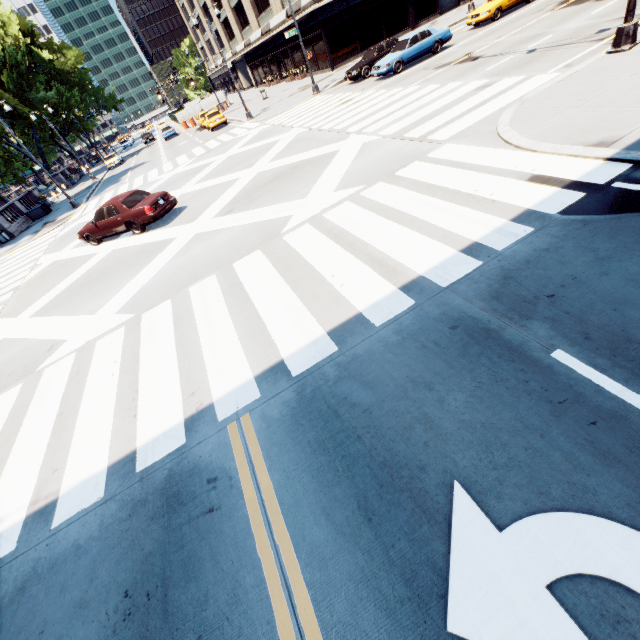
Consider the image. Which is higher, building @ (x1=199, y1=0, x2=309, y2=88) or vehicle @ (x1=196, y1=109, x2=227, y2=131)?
building @ (x1=199, y1=0, x2=309, y2=88)

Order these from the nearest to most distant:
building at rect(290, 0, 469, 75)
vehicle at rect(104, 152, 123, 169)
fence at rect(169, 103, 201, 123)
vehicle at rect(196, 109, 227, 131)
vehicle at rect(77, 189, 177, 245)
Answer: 1. vehicle at rect(77, 189, 177, 245)
2. building at rect(290, 0, 469, 75)
3. vehicle at rect(196, 109, 227, 131)
4. vehicle at rect(104, 152, 123, 169)
5. fence at rect(169, 103, 201, 123)

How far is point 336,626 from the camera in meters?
2.7

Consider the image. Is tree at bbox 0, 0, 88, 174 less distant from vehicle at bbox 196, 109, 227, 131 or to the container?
the container

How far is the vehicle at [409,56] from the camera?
19.4m

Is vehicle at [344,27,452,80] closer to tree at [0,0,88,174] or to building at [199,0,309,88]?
building at [199,0,309,88]

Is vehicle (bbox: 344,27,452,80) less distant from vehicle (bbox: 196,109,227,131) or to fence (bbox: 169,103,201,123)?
vehicle (bbox: 196,109,227,131)

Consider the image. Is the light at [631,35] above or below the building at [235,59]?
below
